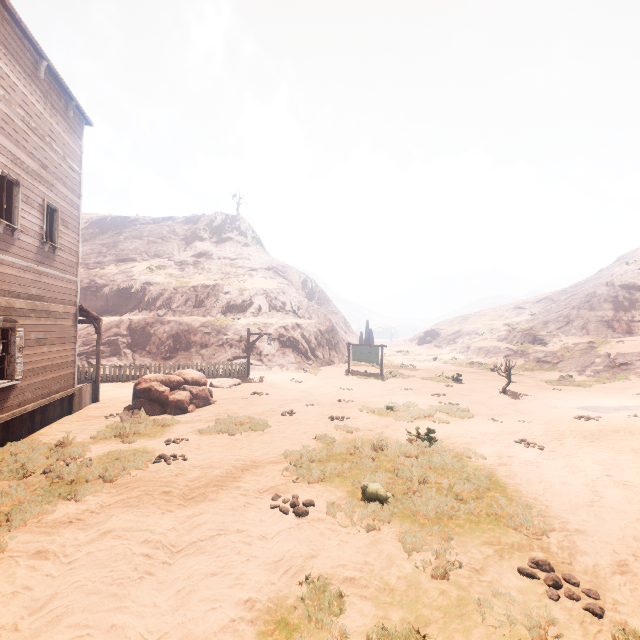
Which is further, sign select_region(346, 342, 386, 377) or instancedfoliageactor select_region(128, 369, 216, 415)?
sign select_region(346, 342, 386, 377)

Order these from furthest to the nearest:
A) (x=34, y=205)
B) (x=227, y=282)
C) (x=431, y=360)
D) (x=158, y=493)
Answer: (x=431, y=360) < (x=227, y=282) < (x=34, y=205) < (x=158, y=493)

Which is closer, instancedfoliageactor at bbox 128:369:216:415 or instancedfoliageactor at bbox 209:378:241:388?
instancedfoliageactor at bbox 128:369:216:415

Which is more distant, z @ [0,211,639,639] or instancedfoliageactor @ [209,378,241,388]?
instancedfoliageactor @ [209,378,241,388]

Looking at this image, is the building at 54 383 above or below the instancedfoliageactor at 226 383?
above

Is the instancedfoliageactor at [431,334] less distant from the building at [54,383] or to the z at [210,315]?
the z at [210,315]

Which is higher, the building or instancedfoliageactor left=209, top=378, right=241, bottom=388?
the building

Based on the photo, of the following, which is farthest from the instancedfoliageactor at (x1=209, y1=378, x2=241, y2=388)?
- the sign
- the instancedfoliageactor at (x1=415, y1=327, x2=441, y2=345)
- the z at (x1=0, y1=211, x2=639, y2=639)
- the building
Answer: the instancedfoliageactor at (x1=415, y1=327, x2=441, y2=345)
